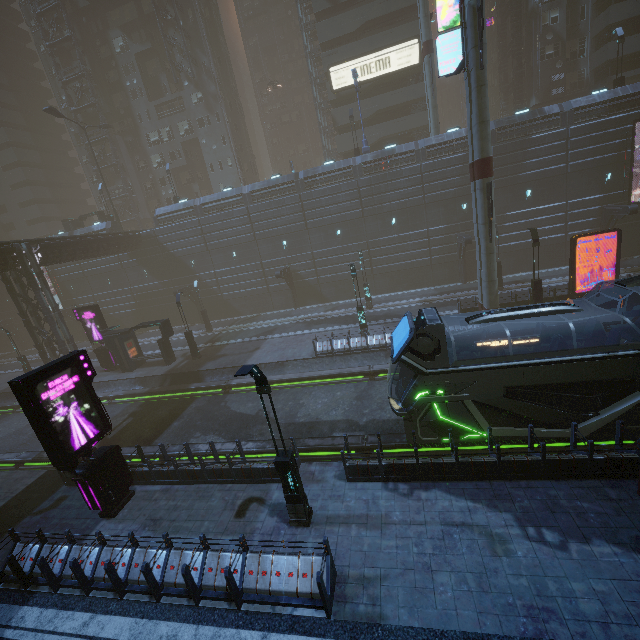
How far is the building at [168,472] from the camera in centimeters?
1181cm

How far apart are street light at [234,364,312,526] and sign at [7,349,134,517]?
6.8m

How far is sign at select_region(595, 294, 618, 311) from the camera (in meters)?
19.17

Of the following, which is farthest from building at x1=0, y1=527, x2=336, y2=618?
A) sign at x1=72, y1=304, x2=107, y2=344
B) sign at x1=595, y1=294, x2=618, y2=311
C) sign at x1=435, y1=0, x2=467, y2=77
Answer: sign at x1=595, y1=294, x2=618, y2=311

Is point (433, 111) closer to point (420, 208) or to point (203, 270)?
point (420, 208)

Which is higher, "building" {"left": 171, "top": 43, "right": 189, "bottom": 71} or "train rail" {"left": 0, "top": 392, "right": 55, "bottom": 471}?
"building" {"left": 171, "top": 43, "right": 189, "bottom": 71}

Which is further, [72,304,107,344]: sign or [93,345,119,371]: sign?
[93,345,119,371]: sign

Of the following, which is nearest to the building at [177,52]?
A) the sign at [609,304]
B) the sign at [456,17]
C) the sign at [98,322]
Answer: the sign at [456,17]
